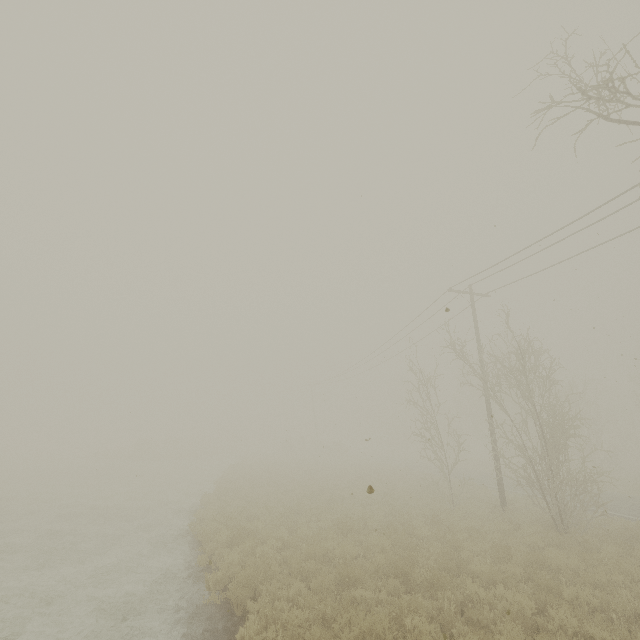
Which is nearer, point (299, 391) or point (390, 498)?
point (390, 498)
